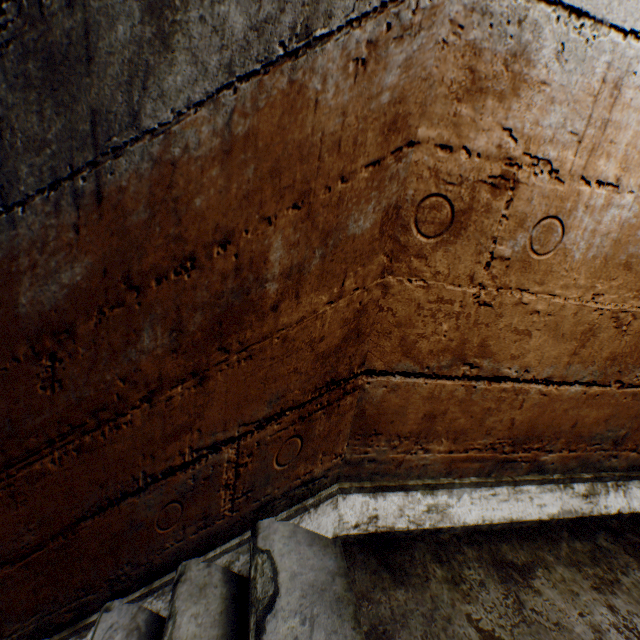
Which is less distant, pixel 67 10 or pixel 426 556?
pixel 67 10
